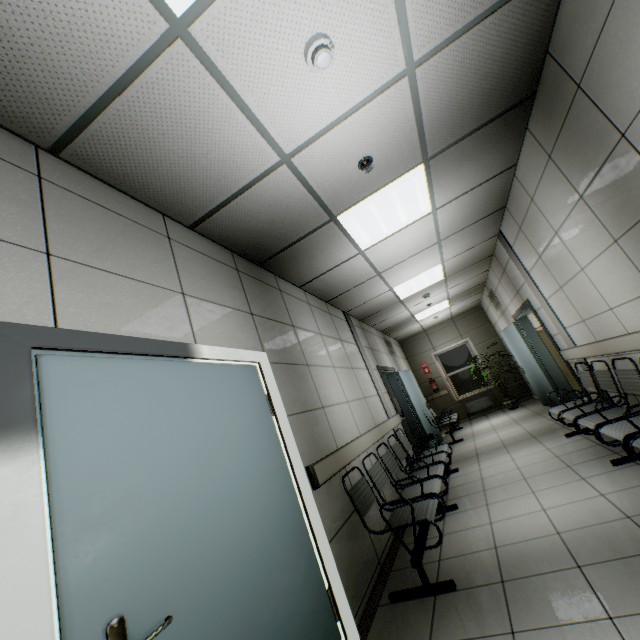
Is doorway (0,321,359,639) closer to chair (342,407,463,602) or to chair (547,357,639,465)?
chair (342,407,463,602)

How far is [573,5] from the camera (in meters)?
1.99

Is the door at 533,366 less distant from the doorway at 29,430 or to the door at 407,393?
the door at 407,393

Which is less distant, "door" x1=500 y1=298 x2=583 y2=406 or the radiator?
"door" x1=500 y1=298 x2=583 y2=406

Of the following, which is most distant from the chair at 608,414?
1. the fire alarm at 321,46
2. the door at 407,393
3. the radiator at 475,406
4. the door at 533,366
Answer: the radiator at 475,406

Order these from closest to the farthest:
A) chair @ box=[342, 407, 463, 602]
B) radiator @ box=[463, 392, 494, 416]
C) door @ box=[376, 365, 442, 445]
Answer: chair @ box=[342, 407, 463, 602]
door @ box=[376, 365, 442, 445]
radiator @ box=[463, 392, 494, 416]

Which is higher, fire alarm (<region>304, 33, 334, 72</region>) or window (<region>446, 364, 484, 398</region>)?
fire alarm (<region>304, 33, 334, 72</region>)

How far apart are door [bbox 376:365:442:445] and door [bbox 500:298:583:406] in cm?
261
